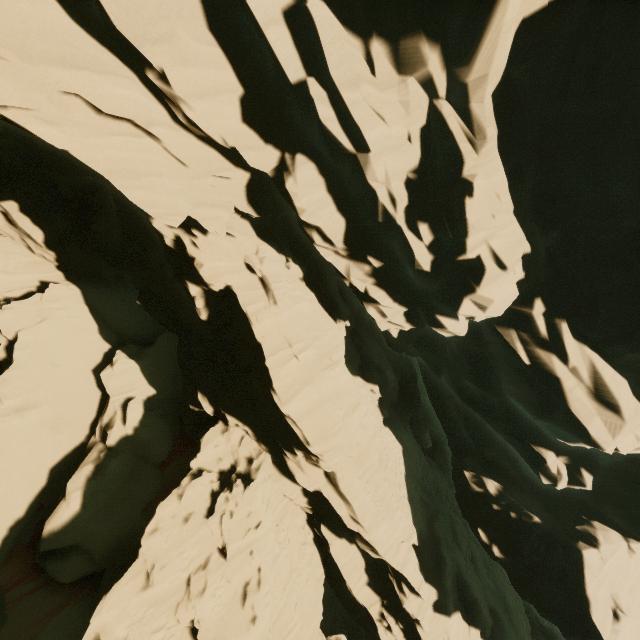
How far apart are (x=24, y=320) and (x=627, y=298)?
25.4m
